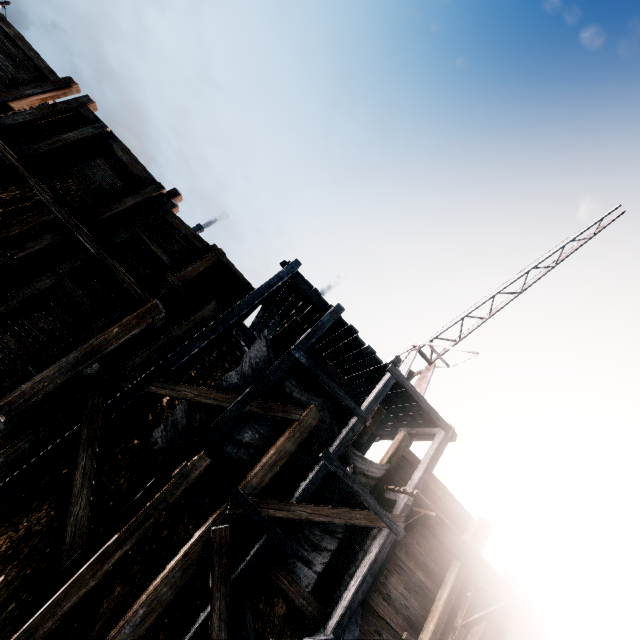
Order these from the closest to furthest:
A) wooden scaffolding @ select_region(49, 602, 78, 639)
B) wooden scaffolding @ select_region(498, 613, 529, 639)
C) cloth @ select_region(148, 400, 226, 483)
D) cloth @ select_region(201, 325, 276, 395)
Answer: wooden scaffolding @ select_region(49, 602, 78, 639) < cloth @ select_region(148, 400, 226, 483) < cloth @ select_region(201, 325, 276, 395) < wooden scaffolding @ select_region(498, 613, 529, 639)

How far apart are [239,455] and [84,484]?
3.59m

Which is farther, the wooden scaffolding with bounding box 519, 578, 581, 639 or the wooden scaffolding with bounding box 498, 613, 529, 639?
the wooden scaffolding with bounding box 519, 578, 581, 639

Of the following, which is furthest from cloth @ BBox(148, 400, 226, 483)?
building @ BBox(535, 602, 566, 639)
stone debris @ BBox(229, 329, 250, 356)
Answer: building @ BBox(535, 602, 566, 639)

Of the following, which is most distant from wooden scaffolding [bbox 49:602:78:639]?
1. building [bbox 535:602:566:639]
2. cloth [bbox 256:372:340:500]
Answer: building [bbox 535:602:566:639]

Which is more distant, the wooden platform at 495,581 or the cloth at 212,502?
the wooden platform at 495,581

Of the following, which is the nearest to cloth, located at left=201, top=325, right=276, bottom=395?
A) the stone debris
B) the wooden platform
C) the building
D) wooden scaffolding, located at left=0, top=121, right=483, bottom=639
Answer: wooden scaffolding, located at left=0, top=121, right=483, bottom=639

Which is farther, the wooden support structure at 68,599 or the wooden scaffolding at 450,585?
the wooden scaffolding at 450,585
